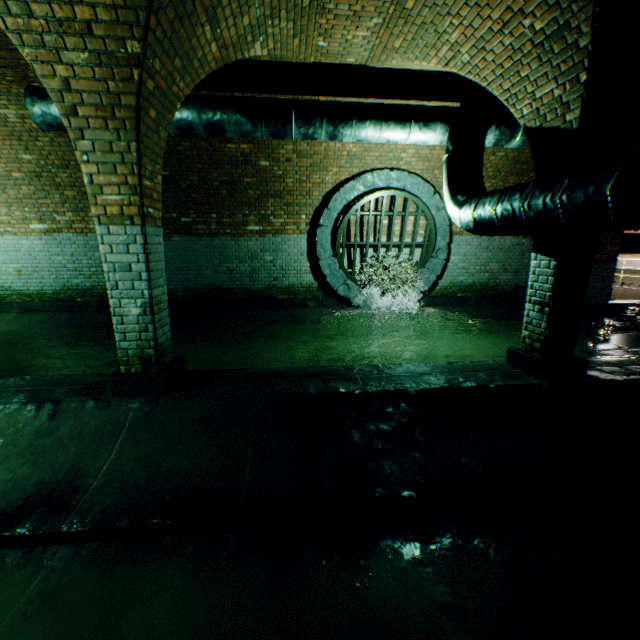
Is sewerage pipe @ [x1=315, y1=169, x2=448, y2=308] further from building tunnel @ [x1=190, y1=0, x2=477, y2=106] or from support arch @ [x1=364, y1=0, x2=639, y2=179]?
support arch @ [x1=364, y1=0, x2=639, y2=179]

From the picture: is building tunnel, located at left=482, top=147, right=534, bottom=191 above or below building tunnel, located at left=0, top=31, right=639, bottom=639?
above

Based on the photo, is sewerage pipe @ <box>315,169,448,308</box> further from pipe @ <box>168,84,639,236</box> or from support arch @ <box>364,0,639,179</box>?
support arch @ <box>364,0,639,179</box>

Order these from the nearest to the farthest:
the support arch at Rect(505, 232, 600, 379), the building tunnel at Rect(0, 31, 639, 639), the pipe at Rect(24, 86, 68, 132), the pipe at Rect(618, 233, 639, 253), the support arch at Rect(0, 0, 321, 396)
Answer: the building tunnel at Rect(0, 31, 639, 639) < the support arch at Rect(0, 0, 321, 396) < the support arch at Rect(505, 232, 600, 379) < the pipe at Rect(24, 86, 68, 132) < the pipe at Rect(618, 233, 639, 253)

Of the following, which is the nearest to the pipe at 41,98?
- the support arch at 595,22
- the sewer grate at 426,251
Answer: the support arch at 595,22

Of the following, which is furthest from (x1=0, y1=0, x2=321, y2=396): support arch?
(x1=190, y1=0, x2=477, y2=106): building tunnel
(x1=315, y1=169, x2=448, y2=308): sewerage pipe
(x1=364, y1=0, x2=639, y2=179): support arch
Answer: (x1=315, y1=169, x2=448, y2=308): sewerage pipe

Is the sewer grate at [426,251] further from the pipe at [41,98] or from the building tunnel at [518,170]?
the pipe at [41,98]

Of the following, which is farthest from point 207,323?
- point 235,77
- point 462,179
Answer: point 462,179
